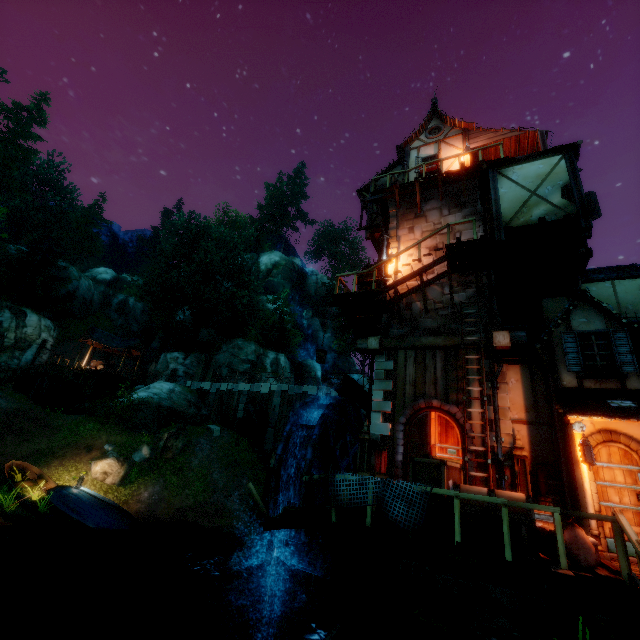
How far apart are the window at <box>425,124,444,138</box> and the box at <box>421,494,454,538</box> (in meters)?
16.19

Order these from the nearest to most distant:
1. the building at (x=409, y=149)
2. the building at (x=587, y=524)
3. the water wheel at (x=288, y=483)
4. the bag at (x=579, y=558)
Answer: the bag at (x=579, y=558), the building at (x=587, y=524), the water wheel at (x=288, y=483), the building at (x=409, y=149)

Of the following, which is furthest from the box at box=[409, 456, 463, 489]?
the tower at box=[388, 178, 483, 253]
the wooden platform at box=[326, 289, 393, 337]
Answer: the wooden platform at box=[326, 289, 393, 337]

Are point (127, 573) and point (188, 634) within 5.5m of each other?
yes

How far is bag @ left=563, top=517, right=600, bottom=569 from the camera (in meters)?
5.32

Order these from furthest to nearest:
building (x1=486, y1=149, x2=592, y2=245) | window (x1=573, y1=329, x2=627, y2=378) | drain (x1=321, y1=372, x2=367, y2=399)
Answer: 1. drain (x1=321, y1=372, x2=367, y2=399)
2. building (x1=486, y1=149, x2=592, y2=245)
3. window (x1=573, y1=329, x2=627, y2=378)

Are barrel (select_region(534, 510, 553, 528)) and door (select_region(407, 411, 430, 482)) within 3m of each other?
yes

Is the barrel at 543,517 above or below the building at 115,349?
below
